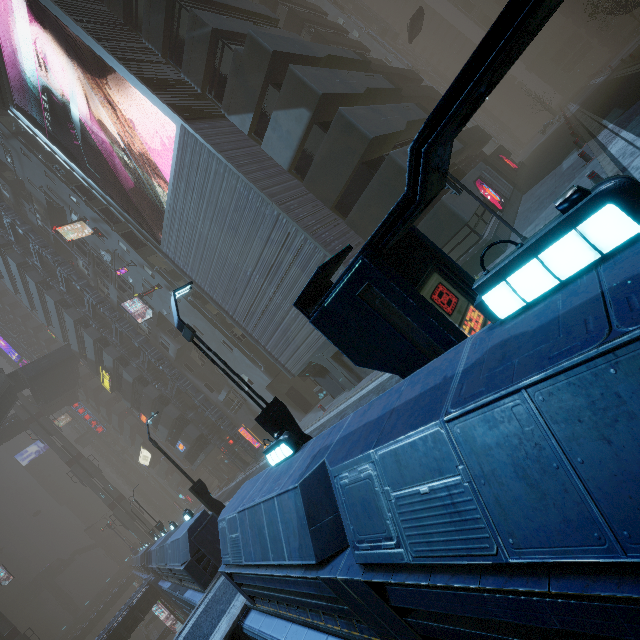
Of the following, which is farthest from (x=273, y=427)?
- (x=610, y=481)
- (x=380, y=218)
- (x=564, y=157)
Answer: (x=564, y=157)

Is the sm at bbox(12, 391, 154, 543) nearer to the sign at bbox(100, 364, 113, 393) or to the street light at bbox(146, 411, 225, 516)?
the sign at bbox(100, 364, 113, 393)

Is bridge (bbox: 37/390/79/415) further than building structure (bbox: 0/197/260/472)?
Yes

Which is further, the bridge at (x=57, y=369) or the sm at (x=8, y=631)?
the bridge at (x=57, y=369)

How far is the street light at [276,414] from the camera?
7.62m

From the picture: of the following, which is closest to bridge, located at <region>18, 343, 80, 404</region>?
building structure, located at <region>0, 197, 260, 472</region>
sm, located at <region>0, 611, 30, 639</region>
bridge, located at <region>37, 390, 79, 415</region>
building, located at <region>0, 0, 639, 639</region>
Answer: building, located at <region>0, 0, 639, 639</region>

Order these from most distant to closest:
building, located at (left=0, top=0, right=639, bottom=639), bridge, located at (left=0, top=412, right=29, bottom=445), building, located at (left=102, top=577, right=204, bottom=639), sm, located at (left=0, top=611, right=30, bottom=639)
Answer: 1. bridge, located at (left=0, top=412, right=29, bottom=445)
2. sm, located at (left=0, top=611, right=30, bottom=639)
3. building, located at (left=102, top=577, right=204, bottom=639)
4. building, located at (left=0, top=0, right=639, bottom=639)

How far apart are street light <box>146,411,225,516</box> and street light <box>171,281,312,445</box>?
9.7m
